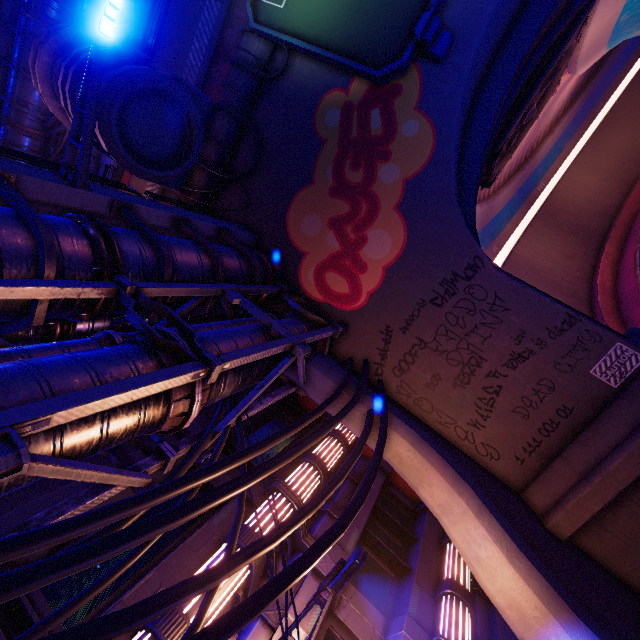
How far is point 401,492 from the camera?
11.8m

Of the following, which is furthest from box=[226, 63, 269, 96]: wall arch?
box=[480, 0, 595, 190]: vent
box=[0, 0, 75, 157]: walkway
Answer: box=[0, 0, 75, 157]: walkway

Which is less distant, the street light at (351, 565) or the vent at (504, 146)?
the street light at (351, 565)

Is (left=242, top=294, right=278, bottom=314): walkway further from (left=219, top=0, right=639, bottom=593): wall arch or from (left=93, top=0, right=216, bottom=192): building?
(left=93, top=0, right=216, bottom=192): building

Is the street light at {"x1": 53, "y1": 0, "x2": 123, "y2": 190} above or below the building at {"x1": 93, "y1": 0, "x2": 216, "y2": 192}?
below

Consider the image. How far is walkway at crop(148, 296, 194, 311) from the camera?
6.5m

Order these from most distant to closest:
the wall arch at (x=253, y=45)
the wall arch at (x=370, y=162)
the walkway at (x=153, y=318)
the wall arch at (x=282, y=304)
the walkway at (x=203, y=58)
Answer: the walkway at (x=203, y=58) < the wall arch at (x=282, y=304) < the wall arch at (x=253, y=45) < the wall arch at (x=370, y=162) < the walkway at (x=153, y=318)

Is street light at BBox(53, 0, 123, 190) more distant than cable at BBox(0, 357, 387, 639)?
Yes
